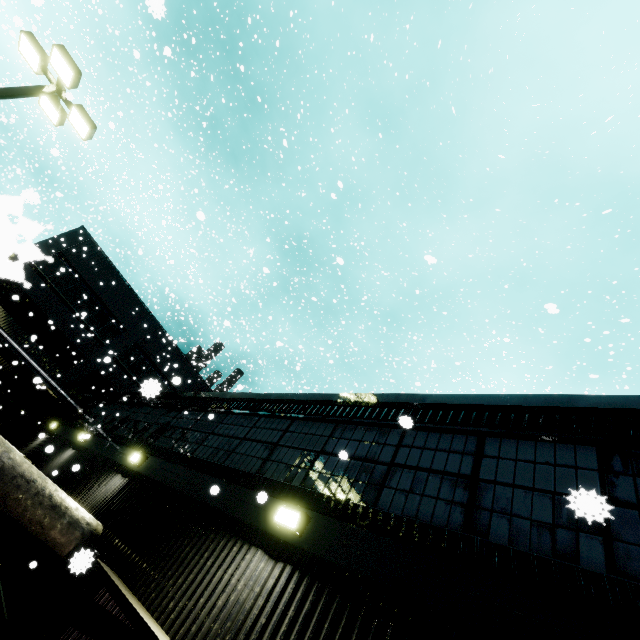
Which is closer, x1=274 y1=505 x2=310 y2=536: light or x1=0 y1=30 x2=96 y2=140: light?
x1=274 y1=505 x2=310 y2=536: light

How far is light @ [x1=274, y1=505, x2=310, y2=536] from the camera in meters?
4.4

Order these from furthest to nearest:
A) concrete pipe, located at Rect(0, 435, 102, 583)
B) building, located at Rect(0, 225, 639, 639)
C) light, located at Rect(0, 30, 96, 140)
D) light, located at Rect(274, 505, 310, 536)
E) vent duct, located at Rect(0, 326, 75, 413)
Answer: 1. vent duct, located at Rect(0, 326, 75, 413)
2. light, located at Rect(0, 30, 96, 140)
3. concrete pipe, located at Rect(0, 435, 102, 583)
4. light, located at Rect(274, 505, 310, 536)
5. building, located at Rect(0, 225, 639, 639)

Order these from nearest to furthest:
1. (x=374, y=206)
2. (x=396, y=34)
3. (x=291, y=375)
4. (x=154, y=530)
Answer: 1. (x=154, y=530)
2. (x=291, y=375)
3. (x=396, y=34)
4. (x=374, y=206)

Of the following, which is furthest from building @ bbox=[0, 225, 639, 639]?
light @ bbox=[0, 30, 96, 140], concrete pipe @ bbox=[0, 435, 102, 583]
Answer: light @ bbox=[0, 30, 96, 140]

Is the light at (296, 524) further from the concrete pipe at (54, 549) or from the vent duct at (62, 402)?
the vent duct at (62, 402)

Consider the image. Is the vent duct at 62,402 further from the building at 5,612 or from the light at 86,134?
the light at 86,134

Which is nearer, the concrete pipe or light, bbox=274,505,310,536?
light, bbox=274,505,310,536
